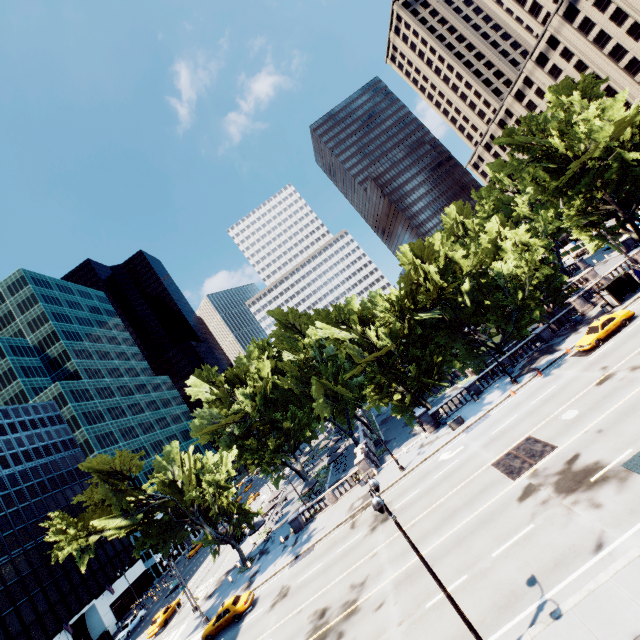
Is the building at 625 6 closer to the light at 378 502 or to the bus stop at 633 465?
the bus stop at 633 465

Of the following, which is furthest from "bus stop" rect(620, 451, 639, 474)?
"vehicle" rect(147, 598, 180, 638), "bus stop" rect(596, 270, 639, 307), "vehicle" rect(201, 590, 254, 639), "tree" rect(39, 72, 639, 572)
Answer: "vehicle" rect(147, 598, 180, 638)

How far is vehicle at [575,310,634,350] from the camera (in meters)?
28.00

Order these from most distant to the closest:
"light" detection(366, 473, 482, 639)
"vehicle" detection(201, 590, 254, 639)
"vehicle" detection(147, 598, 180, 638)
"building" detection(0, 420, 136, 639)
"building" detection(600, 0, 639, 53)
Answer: "building" detection(600, 0, 639, 53) < "building" detection(0, 420, 136, 639) < "vehicle" detection(147, 598, 180, 638) < "vehicle" detection(201, 590, 254, 639) < "light" detection(366, 473, 482, 639)

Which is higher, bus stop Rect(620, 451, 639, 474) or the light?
the light

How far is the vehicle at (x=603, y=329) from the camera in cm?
2800

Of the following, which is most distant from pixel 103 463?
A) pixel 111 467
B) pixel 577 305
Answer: pixel 577 305

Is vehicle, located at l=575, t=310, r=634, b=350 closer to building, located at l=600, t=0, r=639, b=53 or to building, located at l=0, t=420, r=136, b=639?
building, located at l=600, t=0, r=639, b=53
